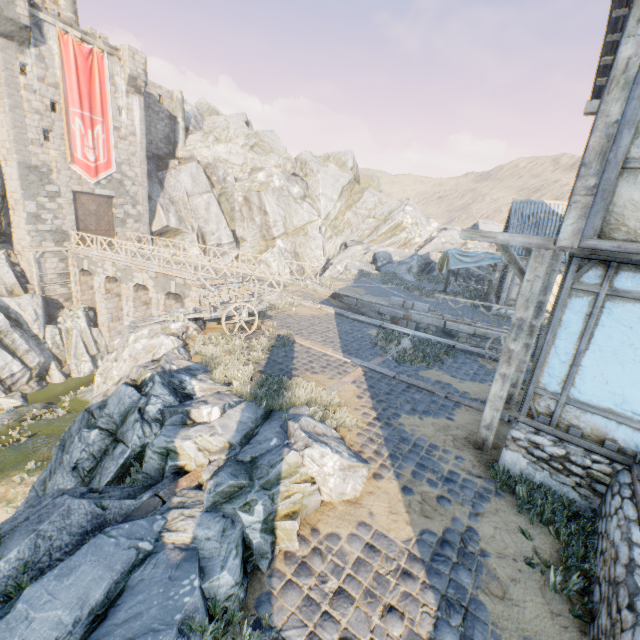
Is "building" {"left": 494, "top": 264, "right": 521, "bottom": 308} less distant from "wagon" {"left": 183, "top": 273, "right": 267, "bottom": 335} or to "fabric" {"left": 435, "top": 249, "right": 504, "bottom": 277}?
"fabric" {"left": 435, "top": 249, "right": 504, "bottom": 277}

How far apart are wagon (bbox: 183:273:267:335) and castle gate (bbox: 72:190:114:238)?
19.7 meters

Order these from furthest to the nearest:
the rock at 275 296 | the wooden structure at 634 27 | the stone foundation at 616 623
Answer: the rock at 275 296
the wooden structure at 634 27
the stone foundation at 616 623

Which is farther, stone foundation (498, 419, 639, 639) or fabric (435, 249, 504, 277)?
fabric (435, 249, 504, 277)

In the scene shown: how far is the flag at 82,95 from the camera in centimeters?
2102cm

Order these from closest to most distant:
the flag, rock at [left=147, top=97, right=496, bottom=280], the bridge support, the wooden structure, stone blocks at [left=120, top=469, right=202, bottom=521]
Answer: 1. the wooden structure
2. stone blocks at [left=120, top=469, right=202, bottom=521]
3. the bridge support
4. the flag
5. rock at [left=147, top=97, right=496, bottom=280]

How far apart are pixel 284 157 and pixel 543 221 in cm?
3043

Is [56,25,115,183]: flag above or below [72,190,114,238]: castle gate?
above
